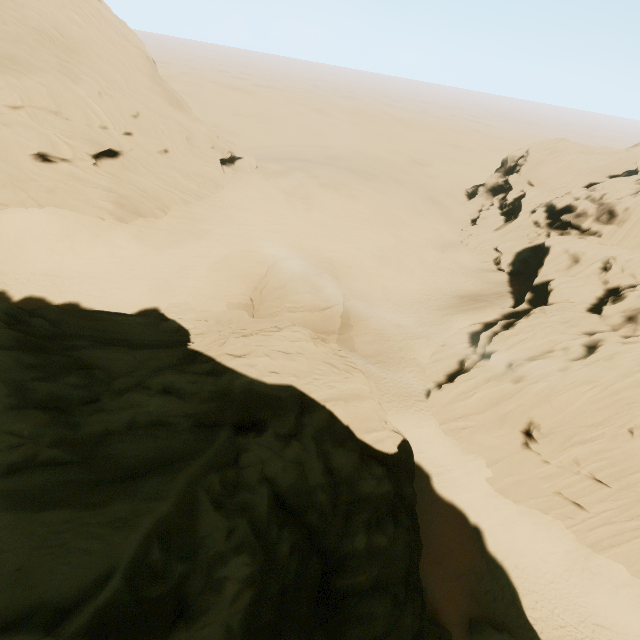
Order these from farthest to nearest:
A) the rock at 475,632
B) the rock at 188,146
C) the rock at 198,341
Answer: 1. the rock at 188,146
2. the rock at 475,632
3. the rock at 198,341

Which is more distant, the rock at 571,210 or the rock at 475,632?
the rock at 571,210

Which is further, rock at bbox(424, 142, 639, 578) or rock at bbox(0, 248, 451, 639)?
rock at bbox(424, 142, 639, 578)

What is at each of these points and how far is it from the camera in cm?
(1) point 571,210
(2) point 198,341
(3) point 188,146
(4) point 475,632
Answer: (1) rock, 4425
(2) rock, 1666
(3) rock, 3969
(4) rock, 1816

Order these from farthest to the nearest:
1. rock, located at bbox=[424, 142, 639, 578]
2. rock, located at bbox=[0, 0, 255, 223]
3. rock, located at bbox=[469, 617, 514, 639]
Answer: rock, located at bbox=[0, 0, 255, 223] → rock, located at bbox=[424, 142, 639, 578] → rock, located at bbox=[469, 617, 514, 639]

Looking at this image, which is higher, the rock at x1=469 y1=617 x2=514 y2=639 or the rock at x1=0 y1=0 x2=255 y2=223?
the rock at x1=0 y1=0 x2=255 y2=223
